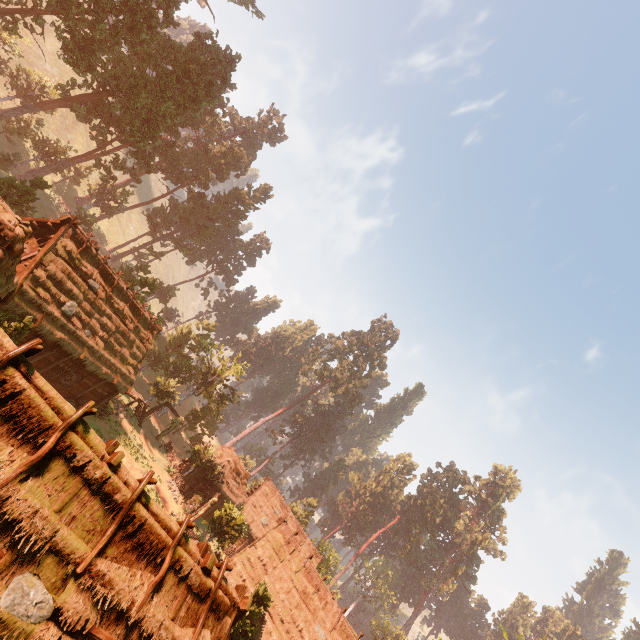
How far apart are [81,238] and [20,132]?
34.09m

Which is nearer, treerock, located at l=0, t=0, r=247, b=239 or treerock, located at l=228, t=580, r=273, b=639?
treerock, located at l=228, t=580, r=273, b=639

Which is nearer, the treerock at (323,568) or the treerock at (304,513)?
the treerock at (323,568)

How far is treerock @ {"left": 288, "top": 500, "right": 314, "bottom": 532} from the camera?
51.5m

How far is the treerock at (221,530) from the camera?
26.4 meters

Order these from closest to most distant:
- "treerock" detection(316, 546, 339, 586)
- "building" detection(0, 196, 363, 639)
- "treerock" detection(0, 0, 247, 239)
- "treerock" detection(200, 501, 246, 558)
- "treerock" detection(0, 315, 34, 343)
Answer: "building" detection(0, 196, 363, 639) → "treerock" detection(0, 315, 34, 343) → "treerock" detection(200, 501, 246, 558) → "treerock" detection(0, 0, 247, 239) → "treerock" detection(316, 546, 339, 586)
